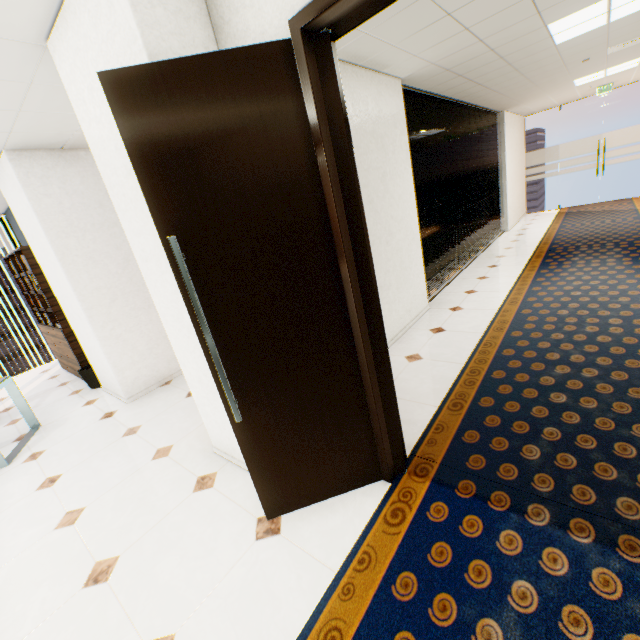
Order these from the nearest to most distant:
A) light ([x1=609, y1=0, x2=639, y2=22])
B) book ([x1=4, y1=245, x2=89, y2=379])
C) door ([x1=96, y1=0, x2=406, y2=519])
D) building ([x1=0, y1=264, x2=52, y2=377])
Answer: door ([x1=96, y1=0, x2=406, y2=519])
light ([x1=609, y1=0, x2=639, y2=22])
book ([x1=4, y1=245, x2=89, y2=379])
building ([x1=0, y1=264, x2=52, y2=377])

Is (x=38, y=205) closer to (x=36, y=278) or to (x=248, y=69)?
(x=36, y=278)

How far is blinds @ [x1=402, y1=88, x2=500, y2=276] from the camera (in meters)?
4.79

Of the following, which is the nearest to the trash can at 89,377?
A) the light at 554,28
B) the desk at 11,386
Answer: the desk at 11,386

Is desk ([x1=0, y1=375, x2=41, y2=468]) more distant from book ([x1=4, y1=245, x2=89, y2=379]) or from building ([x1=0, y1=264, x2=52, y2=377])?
building ([x1=0, y1=264, x2=52, y2=377])

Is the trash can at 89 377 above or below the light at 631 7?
below

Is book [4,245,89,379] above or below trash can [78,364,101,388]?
above

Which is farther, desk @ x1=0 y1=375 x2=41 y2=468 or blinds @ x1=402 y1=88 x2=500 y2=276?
blinds @ x1=402 y1=88 x2=500 y2=276
